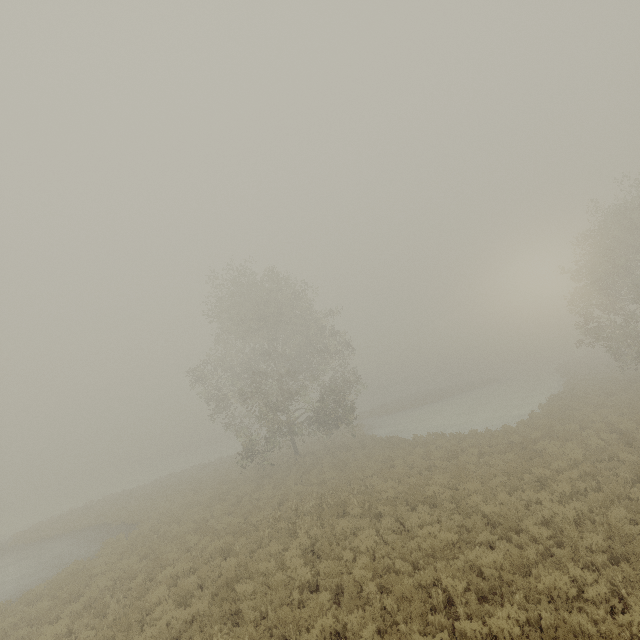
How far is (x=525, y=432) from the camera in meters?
18.0 m
